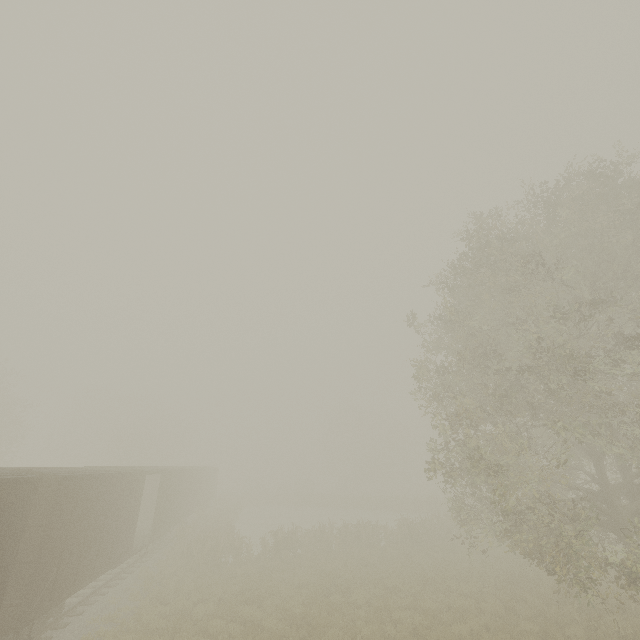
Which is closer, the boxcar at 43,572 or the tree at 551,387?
the boxcar at 43,572

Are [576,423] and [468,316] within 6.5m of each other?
yes

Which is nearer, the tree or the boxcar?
the boxcar
